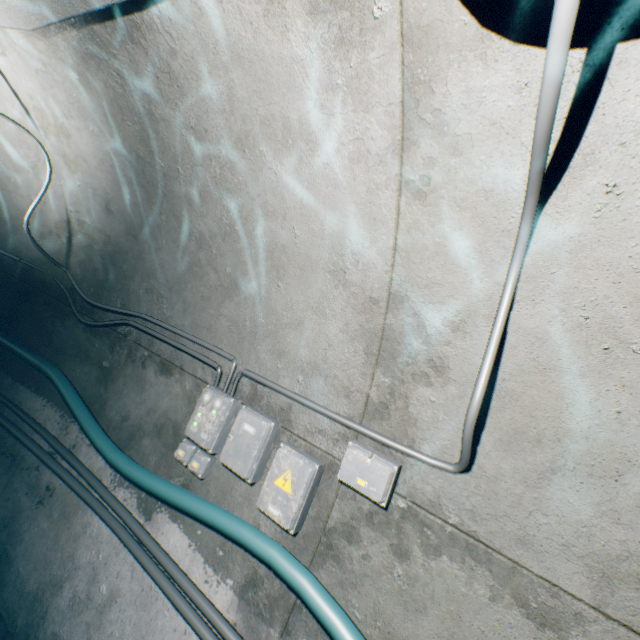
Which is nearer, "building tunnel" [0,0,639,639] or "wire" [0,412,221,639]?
"building tunnel" [0,0,639,639]

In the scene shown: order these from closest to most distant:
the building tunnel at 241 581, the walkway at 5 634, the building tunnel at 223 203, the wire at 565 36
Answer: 1. the wire at 565 36
2. the building tunnel at 223 203
3. the building tunnel at 241 581
4. the walkway at 5 634

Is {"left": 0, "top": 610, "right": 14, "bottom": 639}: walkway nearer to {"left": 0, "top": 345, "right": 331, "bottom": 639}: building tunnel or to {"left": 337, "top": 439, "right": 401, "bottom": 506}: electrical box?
{"left": 0, "top": 345, "right": 331, "bottom": 639}: building tunnel

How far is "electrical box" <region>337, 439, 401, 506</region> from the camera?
1.7 meters

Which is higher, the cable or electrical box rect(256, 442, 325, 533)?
electrical box rect(256, 442, 325, 533)

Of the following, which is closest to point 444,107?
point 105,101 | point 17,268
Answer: point 105,101

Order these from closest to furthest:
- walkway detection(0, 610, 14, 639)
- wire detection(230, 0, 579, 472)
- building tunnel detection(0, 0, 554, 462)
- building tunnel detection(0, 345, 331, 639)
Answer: wire detection(230, 0, 579, 472) → building tunnel detection(0, 0, 554, 462) → building tunnel detection(0, 345, 331, 639) → walkway detection(0, 610, 14, 639)

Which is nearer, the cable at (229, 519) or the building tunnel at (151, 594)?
the cable at (229, 519)
